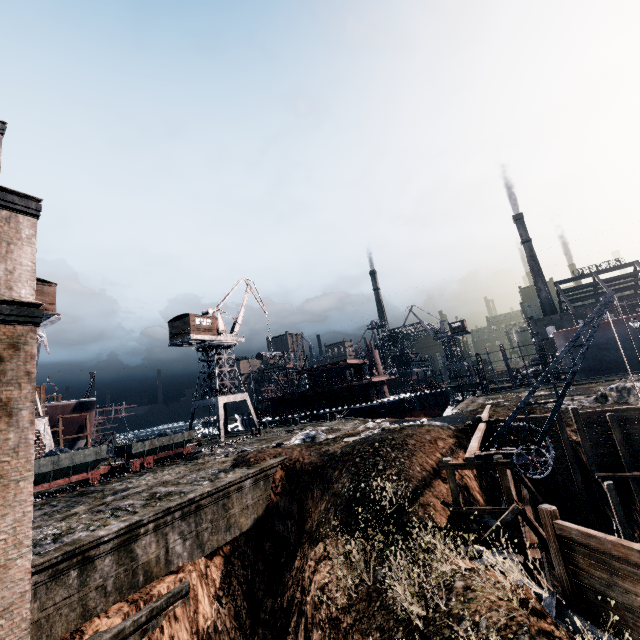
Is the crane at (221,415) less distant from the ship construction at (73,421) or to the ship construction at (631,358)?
the ship construction at (73,421)

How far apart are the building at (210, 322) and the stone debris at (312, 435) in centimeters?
Answer: 2326cm

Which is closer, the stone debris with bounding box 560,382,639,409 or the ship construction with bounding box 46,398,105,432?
the stone debris with bounding box 560,382,639,409

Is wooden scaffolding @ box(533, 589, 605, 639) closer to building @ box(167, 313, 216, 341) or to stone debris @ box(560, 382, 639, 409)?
stone debris @ box(560, 382, 639, 409)

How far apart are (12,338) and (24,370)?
1.2m

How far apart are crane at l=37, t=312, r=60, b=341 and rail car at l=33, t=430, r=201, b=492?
12.1m

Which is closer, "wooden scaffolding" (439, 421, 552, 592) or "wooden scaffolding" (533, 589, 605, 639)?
"wooden scaffolding" (533, 589, 605, 639)

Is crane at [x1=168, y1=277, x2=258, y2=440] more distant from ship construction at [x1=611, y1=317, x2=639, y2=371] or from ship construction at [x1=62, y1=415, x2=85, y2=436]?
ship construction at [x1=611, y1=317, x2=639, y2=371]
